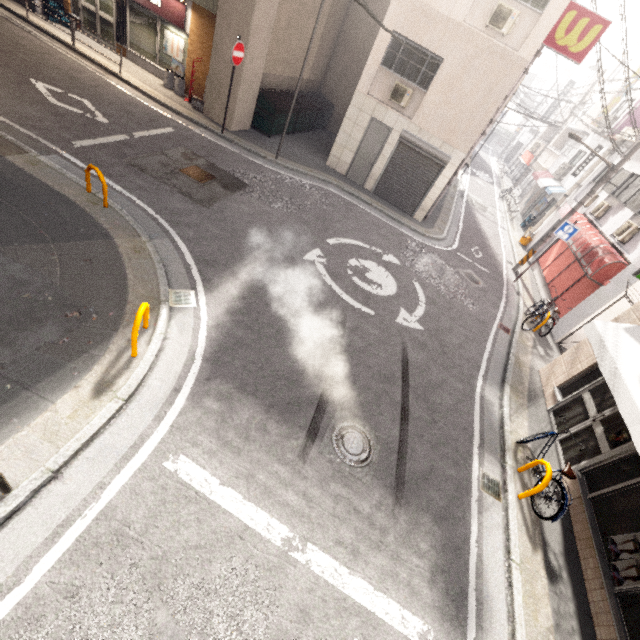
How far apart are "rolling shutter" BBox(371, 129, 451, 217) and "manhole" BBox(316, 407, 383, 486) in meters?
11.0 m

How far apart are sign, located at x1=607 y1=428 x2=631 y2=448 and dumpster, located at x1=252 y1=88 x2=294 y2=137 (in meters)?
14.67

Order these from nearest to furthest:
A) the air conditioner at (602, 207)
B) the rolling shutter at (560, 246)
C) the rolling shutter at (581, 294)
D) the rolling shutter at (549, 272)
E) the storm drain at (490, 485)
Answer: the storm drain at (490, 485) → the rolling shutter at (581, 294) → the air conditioner at (602, 207) → the rolling shutter at (549, 272) → the rolling shutter at (560, 246)

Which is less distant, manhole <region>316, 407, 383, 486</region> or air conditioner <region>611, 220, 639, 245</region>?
manhole <region>316, 407, 383, 486</region>

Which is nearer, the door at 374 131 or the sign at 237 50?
the sign at 237 50

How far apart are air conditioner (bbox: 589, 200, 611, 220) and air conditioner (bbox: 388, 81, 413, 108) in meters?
8.9 m

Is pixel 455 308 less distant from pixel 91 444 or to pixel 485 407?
pixel 485 407

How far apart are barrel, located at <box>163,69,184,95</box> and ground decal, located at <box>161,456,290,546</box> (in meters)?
14.74
